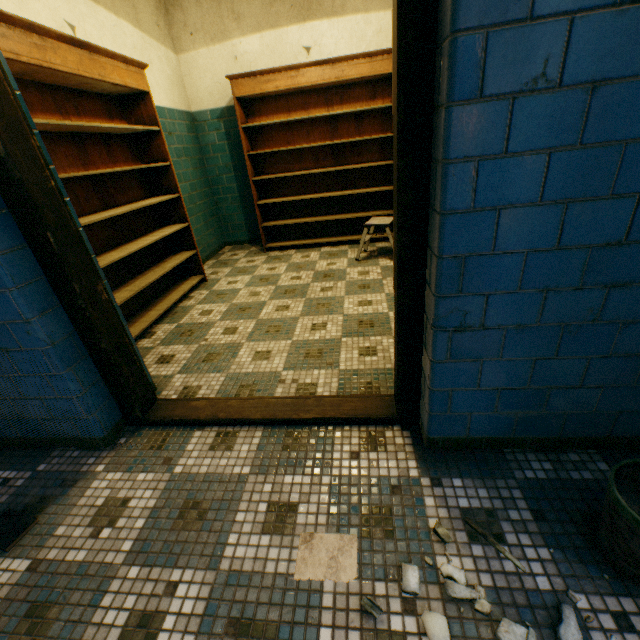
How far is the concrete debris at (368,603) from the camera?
1.02m

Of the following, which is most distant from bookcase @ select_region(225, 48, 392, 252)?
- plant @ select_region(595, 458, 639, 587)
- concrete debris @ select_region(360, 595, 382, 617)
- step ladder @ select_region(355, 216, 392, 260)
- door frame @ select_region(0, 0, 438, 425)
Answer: concrete debris @ select_region(360, 595, 382, 617)

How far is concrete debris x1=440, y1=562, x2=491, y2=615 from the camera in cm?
102

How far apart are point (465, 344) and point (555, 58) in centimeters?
88cm

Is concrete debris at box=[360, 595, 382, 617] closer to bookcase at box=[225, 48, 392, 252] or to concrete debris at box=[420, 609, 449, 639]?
concrete debris at box=[420, 609, 449, 639]

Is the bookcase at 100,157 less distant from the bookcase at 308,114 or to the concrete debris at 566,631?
the bookcase at 308,114

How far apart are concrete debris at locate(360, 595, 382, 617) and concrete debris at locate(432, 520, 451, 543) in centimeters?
48cm

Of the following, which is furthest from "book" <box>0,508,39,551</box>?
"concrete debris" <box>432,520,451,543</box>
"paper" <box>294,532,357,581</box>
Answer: "concrete debris" <box>432,520,451,543</box>
